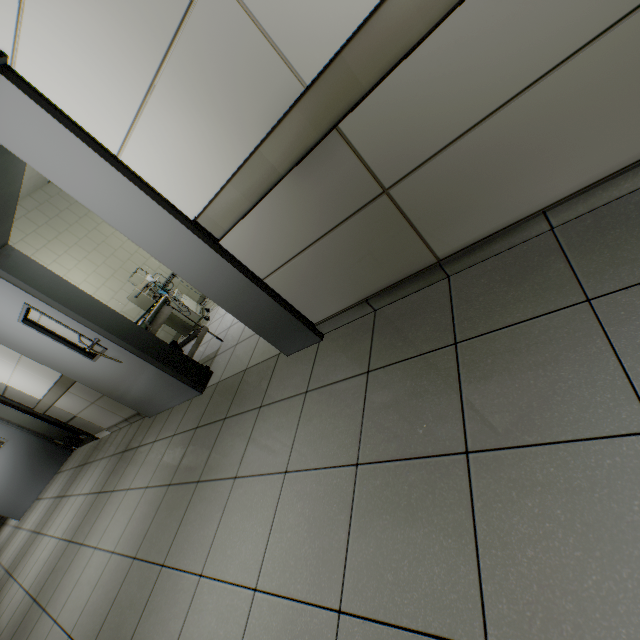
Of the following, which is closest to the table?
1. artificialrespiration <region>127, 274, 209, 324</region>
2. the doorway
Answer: the doorway

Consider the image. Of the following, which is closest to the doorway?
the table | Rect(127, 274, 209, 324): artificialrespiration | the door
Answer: the table

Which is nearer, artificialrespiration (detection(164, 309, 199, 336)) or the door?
artificialrespiration (detection(164, 309, 199, 336))

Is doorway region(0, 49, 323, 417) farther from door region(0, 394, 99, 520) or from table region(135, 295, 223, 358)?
door region(0, 394, 99, 520)

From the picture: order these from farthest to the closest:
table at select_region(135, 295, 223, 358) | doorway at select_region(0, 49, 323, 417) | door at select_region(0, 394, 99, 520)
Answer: door at select_region(0, 394, 99, 520), table at select_region(135, 295, 223, 358), doorway at select_region(0, 49, 323, 417)

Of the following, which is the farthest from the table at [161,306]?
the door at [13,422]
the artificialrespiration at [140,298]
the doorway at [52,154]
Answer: the door at [13,422]

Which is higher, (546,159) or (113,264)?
(113,264)

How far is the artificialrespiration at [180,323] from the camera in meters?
5.1 m
